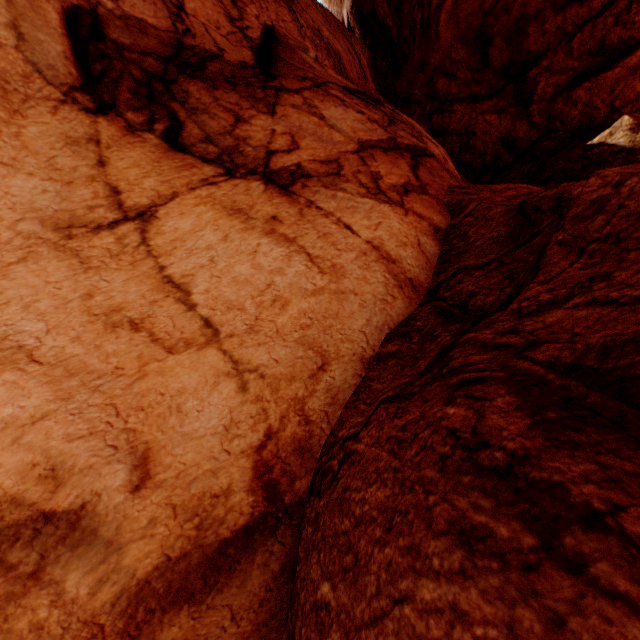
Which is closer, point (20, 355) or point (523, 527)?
point (523, 527)
